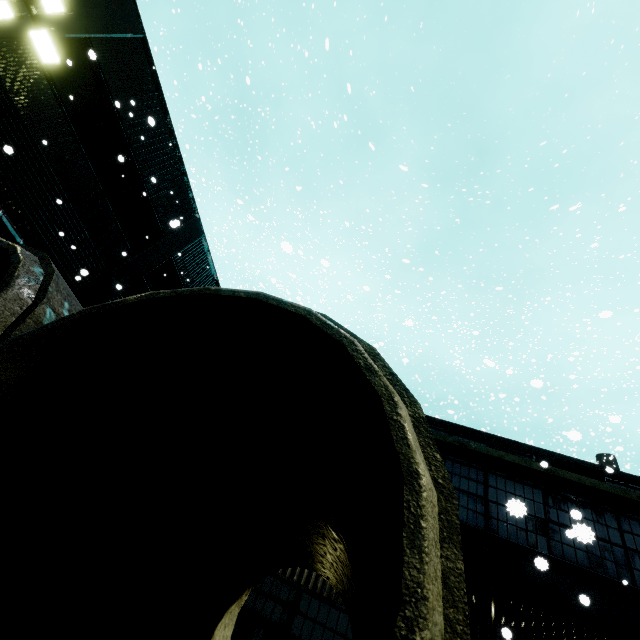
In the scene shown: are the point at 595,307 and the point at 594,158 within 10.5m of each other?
no

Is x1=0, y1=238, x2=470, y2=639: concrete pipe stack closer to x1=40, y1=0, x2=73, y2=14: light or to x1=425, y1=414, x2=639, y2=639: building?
x1=425, y1=414, x2=639, y2=639: building

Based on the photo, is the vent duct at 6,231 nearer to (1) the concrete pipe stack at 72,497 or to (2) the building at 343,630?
(2) the building at 343,630

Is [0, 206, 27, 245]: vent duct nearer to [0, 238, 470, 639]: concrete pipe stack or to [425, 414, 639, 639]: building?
[425, 414, 639, 639]: building

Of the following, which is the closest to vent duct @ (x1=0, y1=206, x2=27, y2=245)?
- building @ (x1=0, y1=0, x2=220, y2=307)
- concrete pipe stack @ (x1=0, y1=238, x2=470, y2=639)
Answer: building @ (x1=0, y1=0, x2=220, y2=307)

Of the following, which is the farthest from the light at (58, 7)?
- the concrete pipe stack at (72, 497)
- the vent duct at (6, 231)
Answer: the concrete pipe stack at (72, 497)

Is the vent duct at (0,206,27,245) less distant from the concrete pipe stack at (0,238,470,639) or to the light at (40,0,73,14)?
the light at (40,0,73,14)

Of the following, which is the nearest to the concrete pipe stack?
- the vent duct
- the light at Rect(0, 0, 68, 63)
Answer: the vent duct
